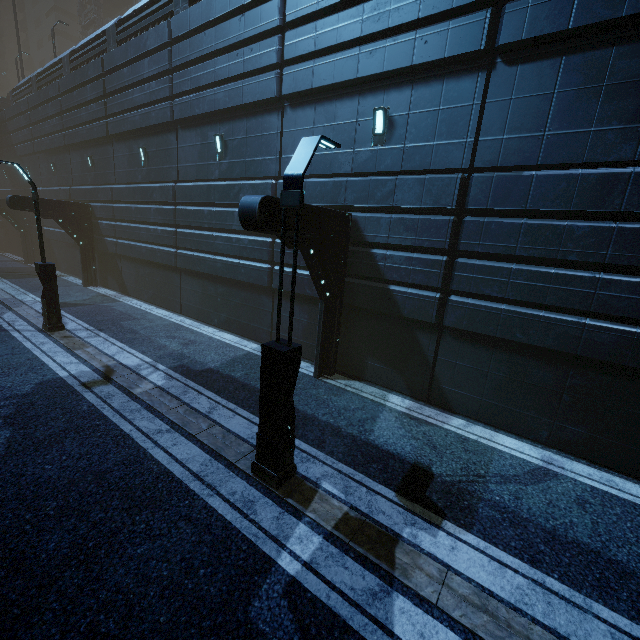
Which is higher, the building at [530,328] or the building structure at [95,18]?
the building structure at [95,18]

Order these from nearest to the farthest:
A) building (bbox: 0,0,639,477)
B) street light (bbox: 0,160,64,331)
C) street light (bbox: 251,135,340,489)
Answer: street light (bbox: 251,135,340,489) → building (bbox: 0,0,639,477) → street light (bbox: 0,160,64,331)

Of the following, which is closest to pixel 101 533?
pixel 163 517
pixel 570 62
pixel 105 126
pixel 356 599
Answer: pixel 163 517

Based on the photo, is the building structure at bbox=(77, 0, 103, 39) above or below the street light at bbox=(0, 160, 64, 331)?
above

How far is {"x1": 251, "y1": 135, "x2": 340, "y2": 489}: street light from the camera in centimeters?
459cm

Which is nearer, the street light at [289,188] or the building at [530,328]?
the street light at [289,188]

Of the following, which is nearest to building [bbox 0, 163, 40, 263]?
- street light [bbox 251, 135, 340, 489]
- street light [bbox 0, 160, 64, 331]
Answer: street light [bbox 251, 135, 340, 489]
